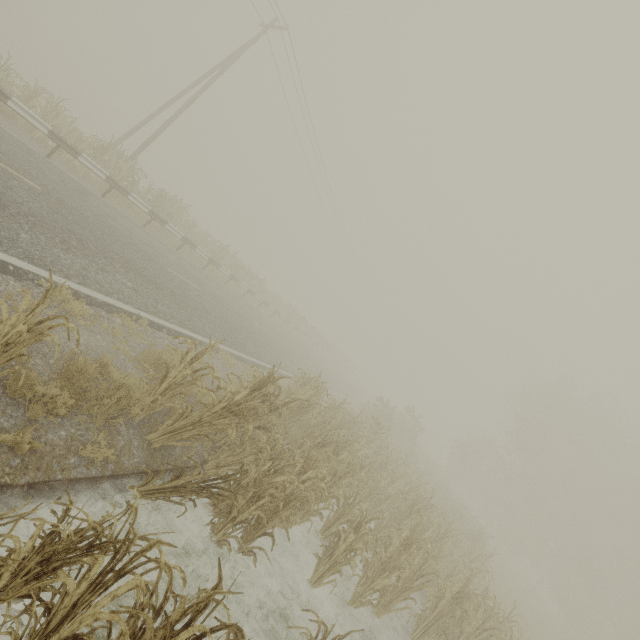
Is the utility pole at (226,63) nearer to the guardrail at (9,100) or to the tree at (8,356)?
the guardrail at (9,100)

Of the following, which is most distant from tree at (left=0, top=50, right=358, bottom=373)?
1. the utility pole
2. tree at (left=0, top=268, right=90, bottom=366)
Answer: tree at (left=0, top=268, right=90, bottom=366)

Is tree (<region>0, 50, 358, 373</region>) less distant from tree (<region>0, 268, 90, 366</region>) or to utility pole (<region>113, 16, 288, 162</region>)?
utility pole (<region>113, 16, 288, 162</region>)

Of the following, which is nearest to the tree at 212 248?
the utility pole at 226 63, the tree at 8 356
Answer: the utility pole at 226 63

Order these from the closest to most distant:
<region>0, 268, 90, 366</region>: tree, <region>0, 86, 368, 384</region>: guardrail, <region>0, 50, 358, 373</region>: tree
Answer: <region>0, 268, 90, 366</region>: tree, <region>0, 86, 368, 384</region>: guardrail, <region>0, 50, 358, 373</region>: tree

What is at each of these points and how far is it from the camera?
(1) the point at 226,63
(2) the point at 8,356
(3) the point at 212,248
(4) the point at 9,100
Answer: (1) utility pole, 17.2 meters
(2) tree, 3.0 meters
(3) tree, 22.0 meters
(4) guardrail, 9.0 meters

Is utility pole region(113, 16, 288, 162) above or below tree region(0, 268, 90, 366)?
→ above

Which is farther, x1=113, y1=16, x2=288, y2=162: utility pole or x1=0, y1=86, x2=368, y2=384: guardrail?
x1=113, y1=16, x2=288, y2=162: utility pole
